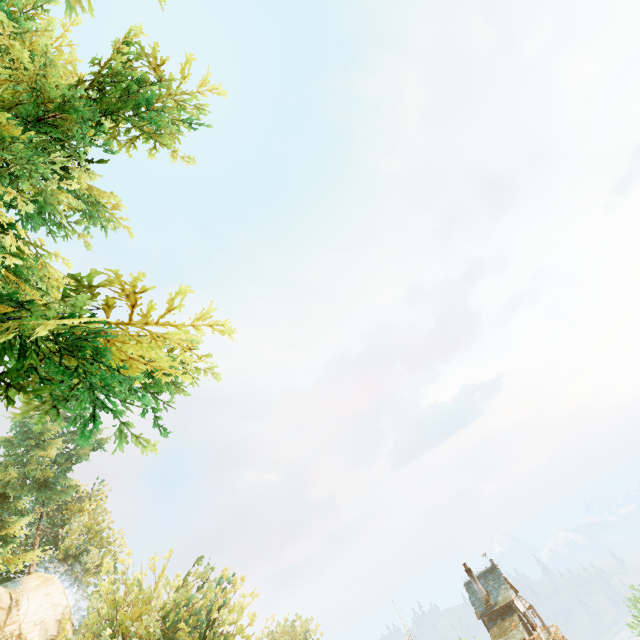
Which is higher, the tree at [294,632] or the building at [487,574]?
the tree at [294,632]

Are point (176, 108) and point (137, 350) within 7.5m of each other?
yes

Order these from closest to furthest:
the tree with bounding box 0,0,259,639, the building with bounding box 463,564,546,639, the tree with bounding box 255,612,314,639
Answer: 1. the tree with bounding box 0,0,259,639
2. the building with bounding box 463,564,546,639
3. the tree with bounding box 255,612,314,639

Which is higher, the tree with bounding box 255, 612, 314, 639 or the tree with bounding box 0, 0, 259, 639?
the tree with bounding box 255, 612, 314, 639

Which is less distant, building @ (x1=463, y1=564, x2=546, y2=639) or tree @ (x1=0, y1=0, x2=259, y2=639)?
tree @ (x1=0, y1=0, x2=259, y2=639)

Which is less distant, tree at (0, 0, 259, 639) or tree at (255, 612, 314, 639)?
tree at (0, 0, 259, 639)

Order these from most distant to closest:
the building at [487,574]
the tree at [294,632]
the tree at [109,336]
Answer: the tree at [294,632] → the building at [487,574] → the tree at [109,336]

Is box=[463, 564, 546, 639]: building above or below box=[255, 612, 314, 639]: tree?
below
